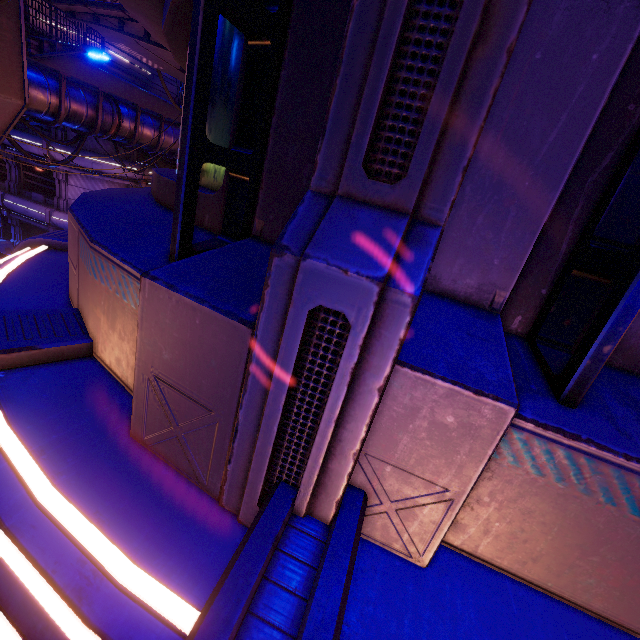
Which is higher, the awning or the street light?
the awning

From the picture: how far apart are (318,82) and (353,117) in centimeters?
58cm

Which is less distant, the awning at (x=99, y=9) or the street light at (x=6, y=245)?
the awning at (x=99, y=9)

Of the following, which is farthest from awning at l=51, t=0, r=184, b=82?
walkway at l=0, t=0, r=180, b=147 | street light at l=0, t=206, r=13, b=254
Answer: street light at l=0, t=206, r=13, b=254

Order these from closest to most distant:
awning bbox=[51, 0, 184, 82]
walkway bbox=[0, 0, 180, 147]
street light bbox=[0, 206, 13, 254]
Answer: awning bbox=[51, 0, 184, 82] → walkway bbox=[0, 0, 180, 147] → street light bbox=[0, 206, 13, 254]

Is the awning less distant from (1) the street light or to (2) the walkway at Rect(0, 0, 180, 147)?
(2) the walkway at Rect(0, 0, 180, 147)

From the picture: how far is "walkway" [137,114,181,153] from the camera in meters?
16.8 m

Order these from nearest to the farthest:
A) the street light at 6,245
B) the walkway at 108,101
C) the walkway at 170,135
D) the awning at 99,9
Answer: the awning at 99,9 → the walkway at 108,101 → the walkway at 170,135 → the street light at 6,245
